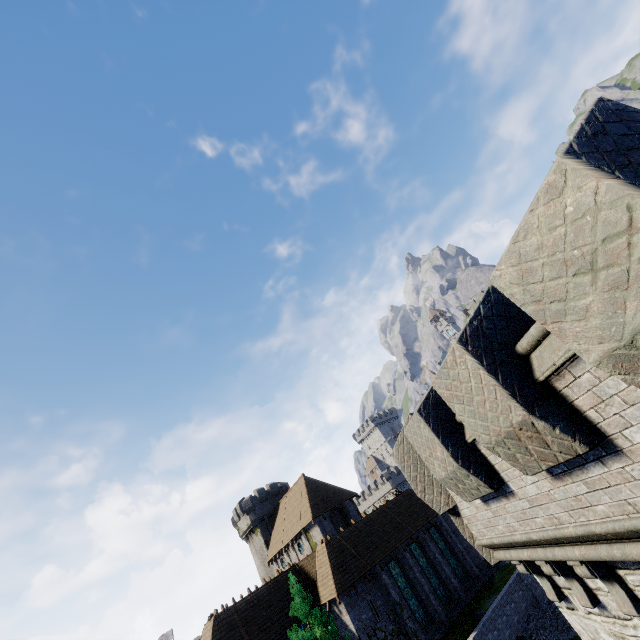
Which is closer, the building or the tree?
the building

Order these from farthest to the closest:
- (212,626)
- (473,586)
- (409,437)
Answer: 1. (473,586)
2. (212,626)
3. (409,437)

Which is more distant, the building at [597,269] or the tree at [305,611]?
the tree at [305,611]
